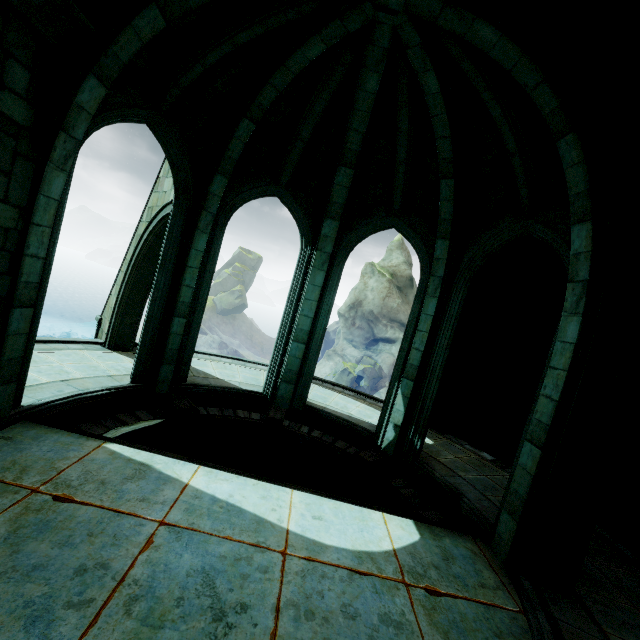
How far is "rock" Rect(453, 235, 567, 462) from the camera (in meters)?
8.45

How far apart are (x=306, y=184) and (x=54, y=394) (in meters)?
7.50

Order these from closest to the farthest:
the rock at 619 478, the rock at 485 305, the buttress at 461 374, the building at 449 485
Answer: the building at 449 485 < the rock at 619 478 < the rock at 485 305 < the buttress at 461 374

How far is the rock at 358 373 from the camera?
43.6m

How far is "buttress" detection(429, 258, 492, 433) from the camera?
9.2m

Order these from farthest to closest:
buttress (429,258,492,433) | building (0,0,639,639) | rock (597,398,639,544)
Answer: buttress (429,258,492,433)
rock (597,398,639,544)
building (0,0,639,639)

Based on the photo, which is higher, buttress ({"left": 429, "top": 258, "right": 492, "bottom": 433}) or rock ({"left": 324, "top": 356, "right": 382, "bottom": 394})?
buttress ({"left": 429, "top": 258, "right": 492, "bottom": 433})

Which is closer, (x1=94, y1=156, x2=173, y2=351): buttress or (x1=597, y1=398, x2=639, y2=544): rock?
(x1=597, y1=398, x2=639, y2=544): rock
